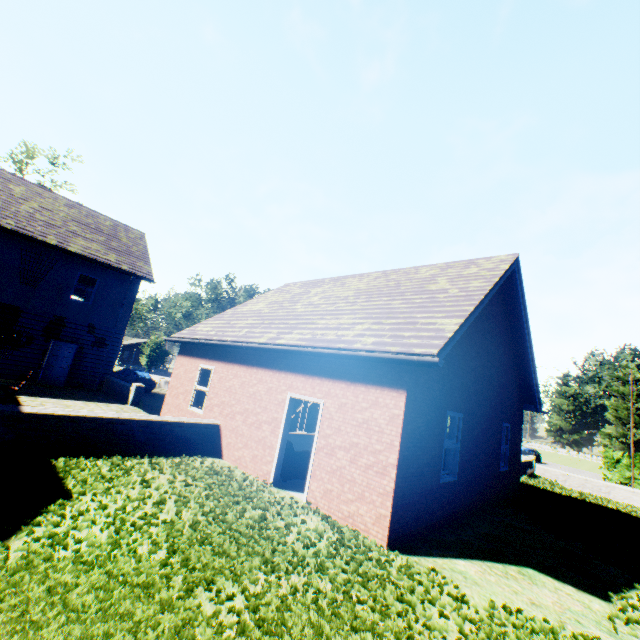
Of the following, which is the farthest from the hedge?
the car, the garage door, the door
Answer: the door

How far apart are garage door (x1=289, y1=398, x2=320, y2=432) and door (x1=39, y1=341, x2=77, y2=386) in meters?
11.3 m

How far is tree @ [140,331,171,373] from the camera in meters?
44.8 m

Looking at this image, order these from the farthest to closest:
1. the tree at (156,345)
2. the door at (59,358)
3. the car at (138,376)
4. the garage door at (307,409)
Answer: the tree at (156,345) < the car at (138,376) < the garage door at (307,409) < the door at (59,358)

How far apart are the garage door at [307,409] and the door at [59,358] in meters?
11.3

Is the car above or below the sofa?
above

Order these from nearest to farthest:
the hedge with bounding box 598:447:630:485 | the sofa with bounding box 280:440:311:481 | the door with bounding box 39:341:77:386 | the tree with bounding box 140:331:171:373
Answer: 1. the sofa with bounding box 280:440:311:481
2. the door with bounding box 39:341:77:386
3. the hedge with bounding box 598:447:630:485
4. the tree with bounding box 140:331:171:373

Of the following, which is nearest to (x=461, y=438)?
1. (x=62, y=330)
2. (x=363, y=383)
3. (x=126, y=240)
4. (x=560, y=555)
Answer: (x=560, y=555)
